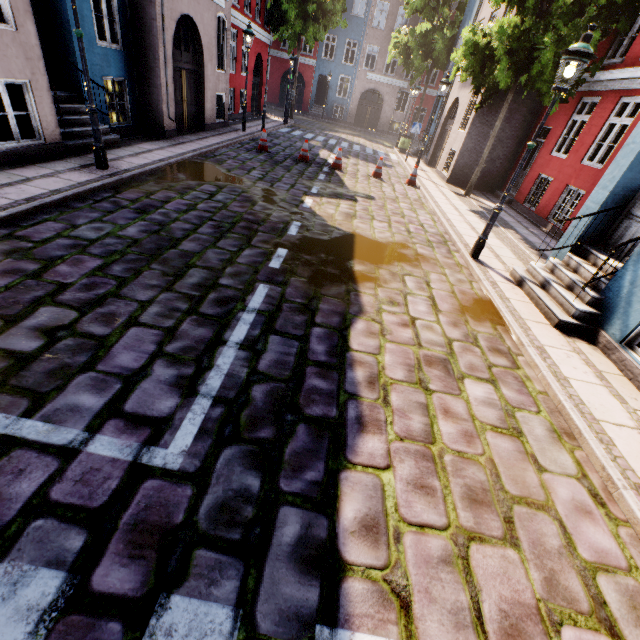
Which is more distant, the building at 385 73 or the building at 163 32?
the building at 385 73

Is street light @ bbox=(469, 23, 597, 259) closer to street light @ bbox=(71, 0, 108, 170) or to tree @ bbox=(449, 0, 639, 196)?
tree @ bbox=(449, 0, 639, 196)

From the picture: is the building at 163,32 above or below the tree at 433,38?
below

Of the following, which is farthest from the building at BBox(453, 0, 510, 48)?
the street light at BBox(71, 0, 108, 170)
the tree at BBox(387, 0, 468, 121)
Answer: the street light at BBox(71, 0, 108, 170)

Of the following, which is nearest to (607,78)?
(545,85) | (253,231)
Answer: (545,85)

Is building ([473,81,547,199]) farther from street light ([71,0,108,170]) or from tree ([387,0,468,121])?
street light ([71,0,108,170])

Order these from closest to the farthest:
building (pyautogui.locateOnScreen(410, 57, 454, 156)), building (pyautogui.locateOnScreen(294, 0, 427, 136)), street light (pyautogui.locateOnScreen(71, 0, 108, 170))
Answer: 1. street light (pyautogui.locateOnScreen(71, 0, 108, 170))
2. building (pyautogui.locateOnScreen(410, 57, 454, 156))
3. building (pyautogui.locateOnScreen(294, 0, 427, 136))

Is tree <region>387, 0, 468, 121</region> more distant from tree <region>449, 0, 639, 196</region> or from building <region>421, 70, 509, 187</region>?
tree <region>449, 0, 639, 196</region>
